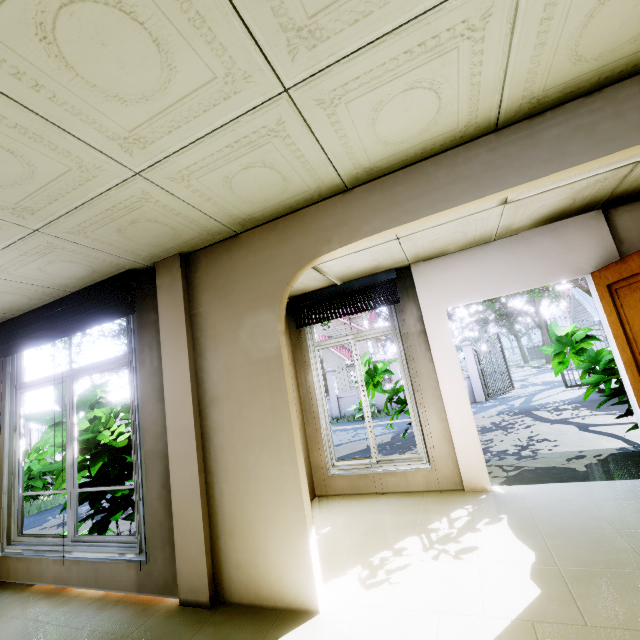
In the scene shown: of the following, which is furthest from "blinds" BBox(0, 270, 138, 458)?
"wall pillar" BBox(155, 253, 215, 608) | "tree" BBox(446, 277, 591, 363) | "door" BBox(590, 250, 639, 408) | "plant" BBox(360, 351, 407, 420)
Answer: "tree" BBox(446, 277, 591, 363)

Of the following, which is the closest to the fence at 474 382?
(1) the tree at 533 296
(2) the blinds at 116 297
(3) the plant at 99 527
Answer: (1) the tree at 533 296

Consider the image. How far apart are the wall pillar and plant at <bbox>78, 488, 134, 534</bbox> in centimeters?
162cm

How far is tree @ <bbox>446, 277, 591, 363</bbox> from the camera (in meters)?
17.60

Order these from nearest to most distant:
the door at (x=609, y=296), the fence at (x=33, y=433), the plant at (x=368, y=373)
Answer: the door at (x=609, y=296), the plant at (x=368, y=373), the fence at (x=33, y=433)

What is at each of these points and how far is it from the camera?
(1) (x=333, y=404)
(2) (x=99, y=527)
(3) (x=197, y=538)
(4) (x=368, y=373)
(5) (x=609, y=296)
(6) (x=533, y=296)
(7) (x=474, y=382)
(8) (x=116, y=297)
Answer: (1) fence, 16.1 meters
(2) plant, 3.7 meters
(3) wall pillar, 2.4 meters
(4) plant, 5.1 meters
(5) door, 3.2 meters
(6) tree, 32.7 meters
(7) fence, 13.8 meters
(8) blinds, 3.0 meters

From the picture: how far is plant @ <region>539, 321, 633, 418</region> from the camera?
3.9m

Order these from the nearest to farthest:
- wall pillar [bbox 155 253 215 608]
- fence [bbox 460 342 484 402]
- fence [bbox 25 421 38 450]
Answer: wall pillar [bbox 155 253 215 608], fence [bbox 25 421 38 450], fence [bbox 460 342 484 402]
